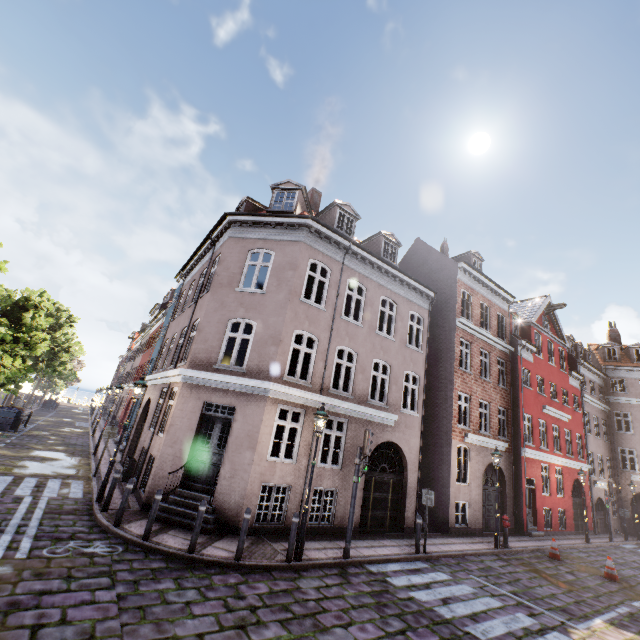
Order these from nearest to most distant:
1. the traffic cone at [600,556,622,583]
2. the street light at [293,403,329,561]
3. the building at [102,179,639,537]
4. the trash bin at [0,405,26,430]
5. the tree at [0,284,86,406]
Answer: the street light at [293,403,329,561]
the building at [102,179,639,537]
the traffic cone at [600,556,622,583]
the tree at [0,284,86,406]
the trash bin at [0,405,26,430]

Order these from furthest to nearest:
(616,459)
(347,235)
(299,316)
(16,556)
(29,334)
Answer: (616,459)
(29,334)
(347,235)
(299,316)
(16,556)

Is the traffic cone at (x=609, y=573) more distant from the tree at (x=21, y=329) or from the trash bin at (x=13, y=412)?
the trash bin at (x=13, y=412)

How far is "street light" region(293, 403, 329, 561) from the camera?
8.3m

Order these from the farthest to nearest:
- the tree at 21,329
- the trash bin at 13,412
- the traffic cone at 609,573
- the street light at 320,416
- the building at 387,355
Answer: the trash bin at 13,412 < the tree at 21,329 < the traffic cone at 609,573 < the building at 387,355 < the street light at 320,416

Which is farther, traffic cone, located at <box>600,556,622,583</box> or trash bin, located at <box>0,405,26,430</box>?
trash bin, located at <box>0,405,26,430</box>

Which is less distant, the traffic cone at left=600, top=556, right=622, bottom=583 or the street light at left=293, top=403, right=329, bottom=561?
the street light at left=293, top=403, right=329, bottom=561

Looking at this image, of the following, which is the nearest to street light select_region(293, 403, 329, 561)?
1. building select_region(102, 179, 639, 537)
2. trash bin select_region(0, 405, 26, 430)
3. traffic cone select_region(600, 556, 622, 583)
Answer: building select_region(102, 179, 639, 537)
